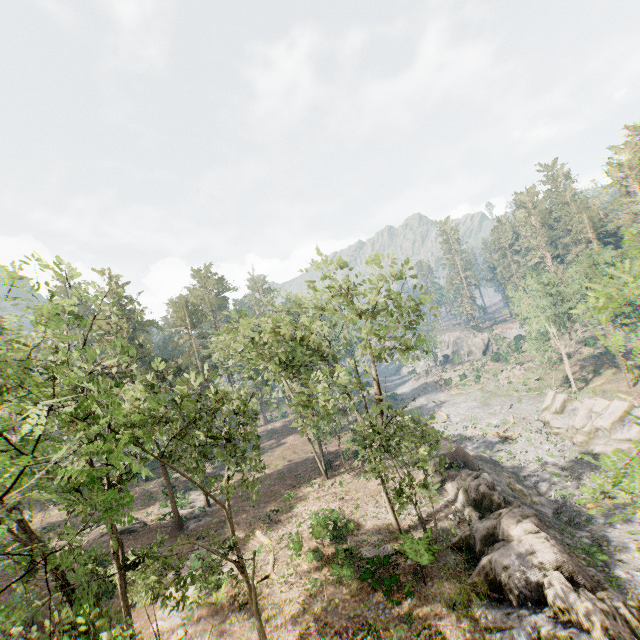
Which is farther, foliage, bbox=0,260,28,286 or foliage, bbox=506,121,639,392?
foliage, bbox=0,260,28,286

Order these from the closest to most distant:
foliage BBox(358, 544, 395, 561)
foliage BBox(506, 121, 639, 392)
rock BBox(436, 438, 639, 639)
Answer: foliage BBox(506, 121, 639, 392), rock BBox(436, 438, 639, 639), foliage BBox(358, 544, 395, 561)

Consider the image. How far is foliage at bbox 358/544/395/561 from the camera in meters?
19.1

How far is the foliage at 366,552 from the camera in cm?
1907

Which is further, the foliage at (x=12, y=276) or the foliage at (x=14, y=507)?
the foliage at (x=12, y=276)

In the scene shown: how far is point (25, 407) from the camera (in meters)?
4.95

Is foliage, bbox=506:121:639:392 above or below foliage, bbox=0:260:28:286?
below

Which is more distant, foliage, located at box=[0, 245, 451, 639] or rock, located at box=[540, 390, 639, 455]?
rock, located at box=[540, 390, 639, 455]
